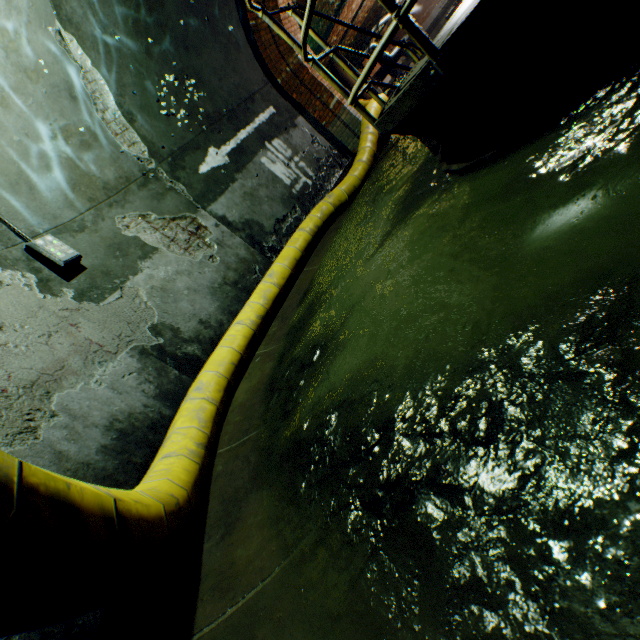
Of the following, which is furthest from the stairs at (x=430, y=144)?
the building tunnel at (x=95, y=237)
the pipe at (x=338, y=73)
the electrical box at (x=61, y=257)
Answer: the pipe at (x=338, y=73)

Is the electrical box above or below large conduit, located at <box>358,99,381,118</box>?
above

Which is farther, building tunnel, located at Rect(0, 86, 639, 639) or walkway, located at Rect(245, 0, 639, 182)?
walkway, located at Rect(245, 0, 639, 182)

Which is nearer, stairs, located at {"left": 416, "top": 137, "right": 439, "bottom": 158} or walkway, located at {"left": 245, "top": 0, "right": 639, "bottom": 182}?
walkway, located at {"left": 245, "top": 0, "right": 639, "bottom": 182}

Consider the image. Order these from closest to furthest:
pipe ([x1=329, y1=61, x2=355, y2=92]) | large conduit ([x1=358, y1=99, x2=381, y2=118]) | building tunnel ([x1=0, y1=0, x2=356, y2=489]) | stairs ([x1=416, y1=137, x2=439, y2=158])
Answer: building tunnel ([x1=0, y1=0, x2=356, y2=489])
stairs ([x1=416, y1=137, x2=439, y2=158])
large conduit ([x1=358, y1=99, x2=381, y2=118])
pipe ([x1=329, y1=61, x2=355, y2=92])

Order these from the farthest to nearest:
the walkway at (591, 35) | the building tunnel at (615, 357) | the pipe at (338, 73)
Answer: the pipe at (338, 73) → the walkway at (591, 35) → the building tunnel at (615, 357)

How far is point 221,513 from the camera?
2.14m

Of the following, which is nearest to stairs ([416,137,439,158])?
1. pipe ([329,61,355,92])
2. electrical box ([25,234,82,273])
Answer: electrical box ([25,234,82,273])
